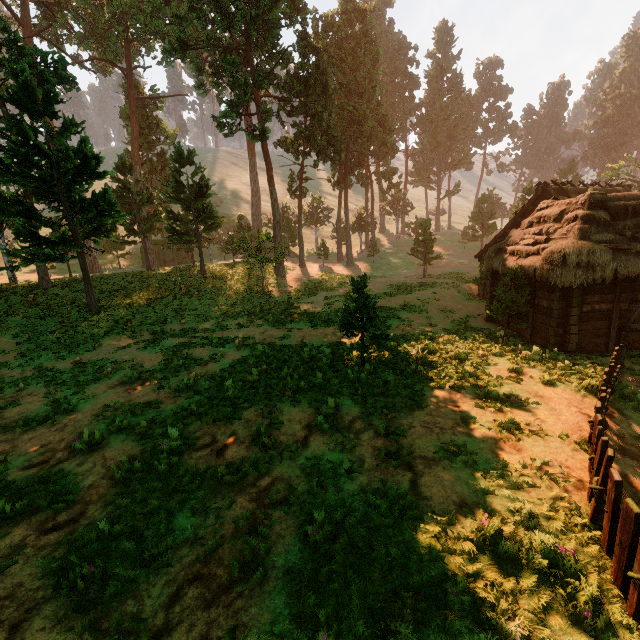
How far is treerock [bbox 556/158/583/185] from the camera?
46.9 meters

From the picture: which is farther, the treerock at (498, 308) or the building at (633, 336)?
Answer: the treerock at (498, 308)

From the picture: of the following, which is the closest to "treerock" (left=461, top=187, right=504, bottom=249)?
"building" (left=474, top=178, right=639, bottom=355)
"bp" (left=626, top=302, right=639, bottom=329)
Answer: "building" (left=474, top=178, right=639, bottom=355)

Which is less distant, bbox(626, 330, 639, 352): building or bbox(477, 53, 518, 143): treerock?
bbox(626, 330, 639, 352): building

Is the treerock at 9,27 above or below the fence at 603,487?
above

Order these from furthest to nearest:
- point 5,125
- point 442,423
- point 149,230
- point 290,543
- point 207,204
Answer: point 149,230, point 207,204, point 5,125, point 442,423, point 290,543
